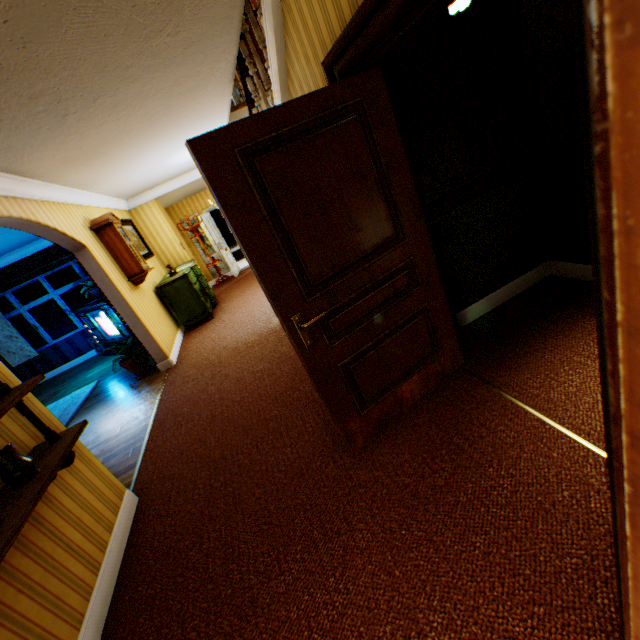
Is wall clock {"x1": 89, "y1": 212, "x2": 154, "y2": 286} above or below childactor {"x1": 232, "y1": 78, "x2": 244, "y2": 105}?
below

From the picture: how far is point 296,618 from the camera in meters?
1.7

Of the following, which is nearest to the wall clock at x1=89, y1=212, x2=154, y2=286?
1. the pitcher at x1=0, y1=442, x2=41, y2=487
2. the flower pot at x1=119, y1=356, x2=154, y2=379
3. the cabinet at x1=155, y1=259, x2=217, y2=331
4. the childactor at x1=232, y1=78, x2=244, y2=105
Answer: the cabinet at x1=155, y1=259, x2=217, y2=331

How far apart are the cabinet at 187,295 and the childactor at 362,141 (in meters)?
5.55

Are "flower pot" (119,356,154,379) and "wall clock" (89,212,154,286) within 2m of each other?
yes

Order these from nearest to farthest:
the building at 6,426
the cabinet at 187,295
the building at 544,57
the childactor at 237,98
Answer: the building at 544,57 → the building at 6,426 → the cabinet at 187,295 → the childactor at 237,98

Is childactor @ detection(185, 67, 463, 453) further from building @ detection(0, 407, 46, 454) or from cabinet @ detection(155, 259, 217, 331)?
cabinet @ detection(155, 259, 217, 331)

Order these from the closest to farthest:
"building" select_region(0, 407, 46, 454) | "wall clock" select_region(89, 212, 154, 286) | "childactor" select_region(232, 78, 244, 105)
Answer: "building" select_region(0, 407, 46, 454) < "wall clock" select_region(89, 212, 154, 286) < "childactor" select_region(232, 78, 244, 105)
